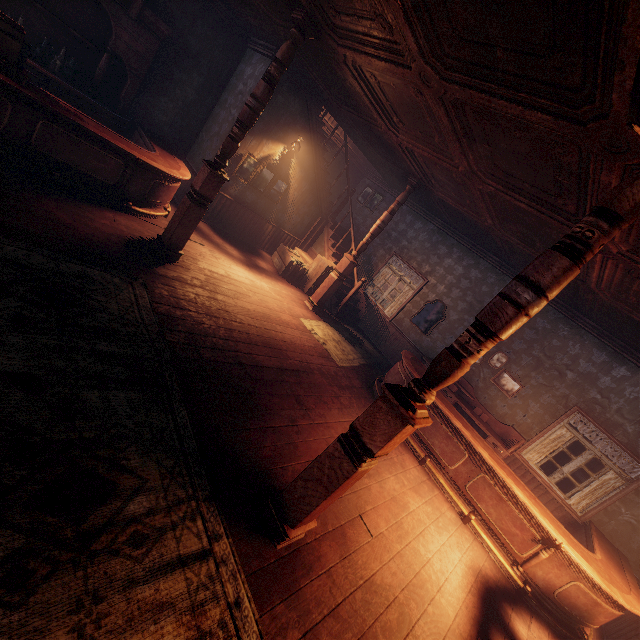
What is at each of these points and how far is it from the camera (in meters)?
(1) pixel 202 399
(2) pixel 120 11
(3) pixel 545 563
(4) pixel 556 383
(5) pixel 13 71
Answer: (1) building, 3.41
(2) bar shelf, 5.72
(3) table, 4.43
(4) building, 7.01
(5) cash register, 4.09

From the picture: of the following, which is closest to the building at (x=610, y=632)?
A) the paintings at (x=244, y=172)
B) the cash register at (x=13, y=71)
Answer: the paintings at (x=244, y=172)

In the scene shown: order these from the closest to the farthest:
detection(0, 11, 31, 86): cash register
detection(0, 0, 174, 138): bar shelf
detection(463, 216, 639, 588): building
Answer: detection(0, 11, 31, 86): cash register < detection(463, 216, 639, 588): building < detection(0, 0, 174, 138): bar shelf

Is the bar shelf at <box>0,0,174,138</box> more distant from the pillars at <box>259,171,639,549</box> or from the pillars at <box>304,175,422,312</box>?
the pillars at <box>259,171,639,549</box>

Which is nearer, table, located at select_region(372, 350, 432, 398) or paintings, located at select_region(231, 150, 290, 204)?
table, located at select_region(372, 350, 432, 398)

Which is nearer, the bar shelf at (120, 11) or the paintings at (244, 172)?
the bar shelf at (120, 11)

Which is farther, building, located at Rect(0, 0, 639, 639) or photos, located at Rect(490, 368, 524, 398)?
photos, located at Rect(490, 368, 524, 398)

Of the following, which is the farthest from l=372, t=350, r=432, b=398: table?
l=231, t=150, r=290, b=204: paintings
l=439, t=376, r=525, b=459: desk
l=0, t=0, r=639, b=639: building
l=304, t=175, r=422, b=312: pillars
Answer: l=231, t=150, r=290, b=204: paintings
